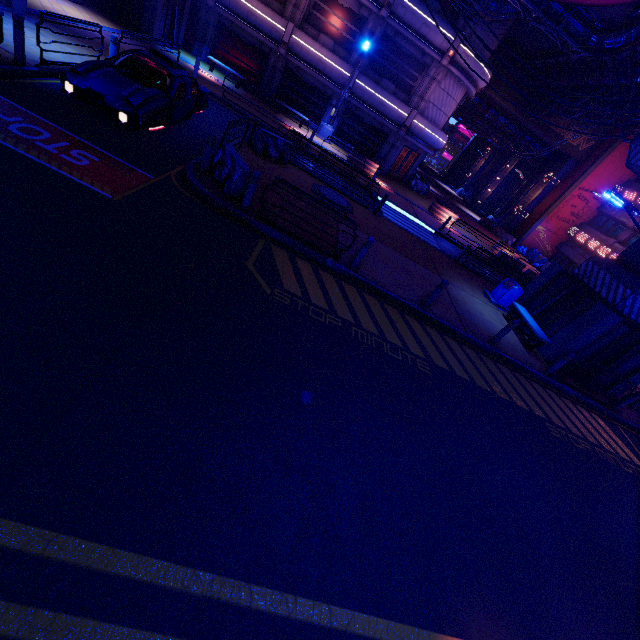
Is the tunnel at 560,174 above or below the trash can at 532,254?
above

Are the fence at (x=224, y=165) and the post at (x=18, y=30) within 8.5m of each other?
yes

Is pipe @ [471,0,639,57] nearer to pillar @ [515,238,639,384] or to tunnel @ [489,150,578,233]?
pillar @ [515,238,639,384]

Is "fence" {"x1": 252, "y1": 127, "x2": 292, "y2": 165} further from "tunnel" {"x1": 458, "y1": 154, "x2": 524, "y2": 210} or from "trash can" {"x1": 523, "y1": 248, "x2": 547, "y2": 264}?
"tunnel" {"x1": 458, "y1": 154, "x2": 524, "y2": 210}

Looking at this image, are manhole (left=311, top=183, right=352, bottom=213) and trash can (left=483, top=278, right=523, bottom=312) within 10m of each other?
yes

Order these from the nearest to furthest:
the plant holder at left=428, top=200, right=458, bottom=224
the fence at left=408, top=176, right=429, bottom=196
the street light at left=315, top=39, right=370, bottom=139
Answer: the street light at left=315, top=39, right=370, bottom=139
the plant holder at left=428, top=200, right=458, bottom=224
the fence at left=408, top=176, right=429, bottom=196

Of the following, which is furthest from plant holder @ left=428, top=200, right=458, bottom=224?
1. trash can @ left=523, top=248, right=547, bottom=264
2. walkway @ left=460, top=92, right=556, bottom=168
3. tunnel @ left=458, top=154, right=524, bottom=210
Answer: tunnel @ left=458, top=154, right=524, bottom=210

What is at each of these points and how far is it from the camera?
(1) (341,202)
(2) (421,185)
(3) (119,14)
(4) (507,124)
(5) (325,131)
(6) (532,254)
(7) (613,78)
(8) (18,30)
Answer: (1) manhole, 13.9m
(2) fence, 28.6m
(3) pillar, 18.0m
(4) walkway, 32.7m
(5) street light, 23.4m
(6) trash can, 33.5m
(7) walkway, 18.2m
(8) post, 8.1m
